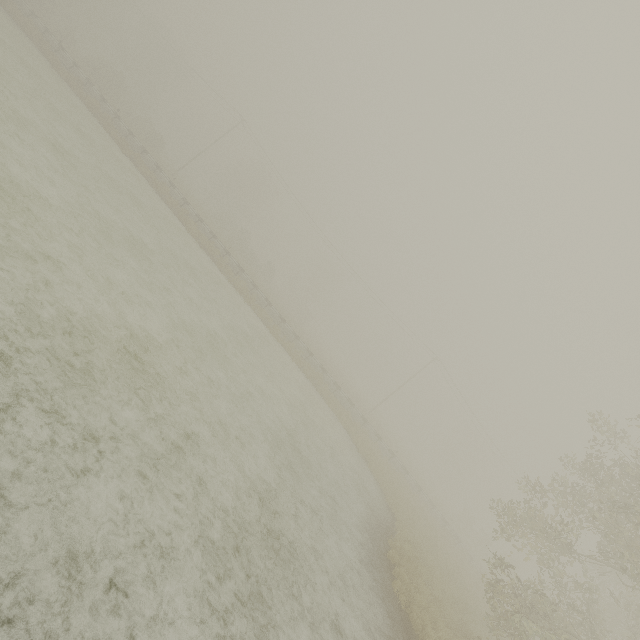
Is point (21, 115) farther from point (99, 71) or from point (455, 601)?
point (99, 71)

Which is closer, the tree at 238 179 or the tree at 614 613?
the tree at 614 613

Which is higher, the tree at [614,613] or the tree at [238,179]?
the tree at [238,179]

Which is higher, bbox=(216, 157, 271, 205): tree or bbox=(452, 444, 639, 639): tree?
bbox=(216, 157, 271, 205): tree

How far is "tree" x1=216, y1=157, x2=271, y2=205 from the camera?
56.6m

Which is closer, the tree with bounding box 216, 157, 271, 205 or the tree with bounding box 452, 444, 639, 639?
the tree with bounding box 452, 444, 639, 639
